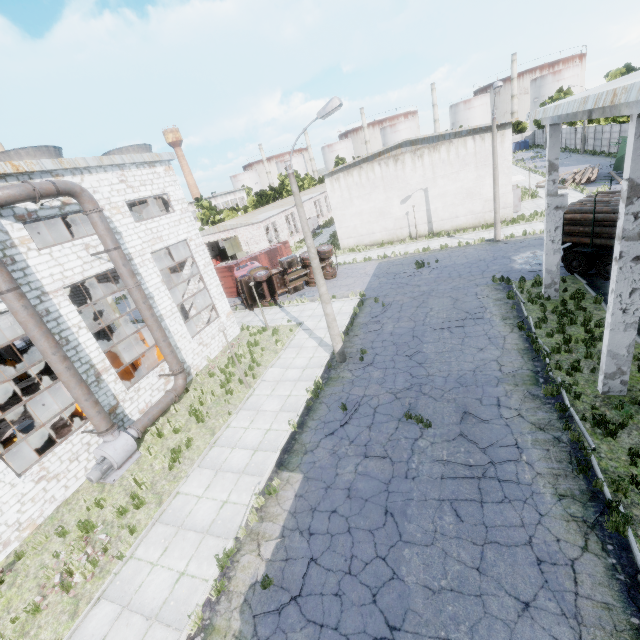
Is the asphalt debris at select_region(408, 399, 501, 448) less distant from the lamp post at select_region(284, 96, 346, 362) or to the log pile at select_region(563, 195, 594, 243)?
the lamp post at select_region(284, 96, 346, 362)

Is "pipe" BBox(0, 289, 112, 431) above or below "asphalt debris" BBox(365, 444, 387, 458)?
above

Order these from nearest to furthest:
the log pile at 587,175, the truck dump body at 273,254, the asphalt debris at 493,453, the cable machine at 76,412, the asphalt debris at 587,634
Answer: the asphalt debris at 587,634 → the asphalt debris at 493,453 → the cable machine at 76,412 → the truck dump body at 273,254 → the log pile at 587,175

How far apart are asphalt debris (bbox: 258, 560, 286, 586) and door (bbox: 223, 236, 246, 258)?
34.4 meters

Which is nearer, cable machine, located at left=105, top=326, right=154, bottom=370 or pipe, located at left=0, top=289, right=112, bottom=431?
pipe, located at left=0, top=289, right=112, bottom=431

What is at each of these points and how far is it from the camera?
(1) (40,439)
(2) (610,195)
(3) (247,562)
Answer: (1) cable machine, 14.1 meters
(2) log pile, 16.0 meters
(3) asphalt debris, 8.2 meters

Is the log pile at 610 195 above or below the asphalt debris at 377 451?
above

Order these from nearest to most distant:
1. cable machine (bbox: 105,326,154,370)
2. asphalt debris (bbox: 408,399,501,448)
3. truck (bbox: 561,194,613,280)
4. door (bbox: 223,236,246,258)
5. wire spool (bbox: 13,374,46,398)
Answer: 1. asphalt debris (bbox: 408,399,501,448)
2. truck (bbox: 561,194,613,280)
3. cable machine (bbox: 105,326,154,370)
4. wire spool (bbox: 13,374,46,398)
5. door (bbox: 223,236,246,258)
